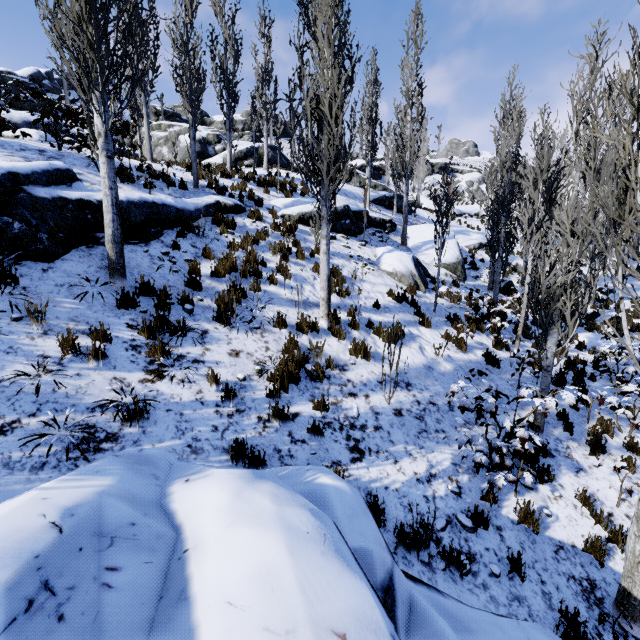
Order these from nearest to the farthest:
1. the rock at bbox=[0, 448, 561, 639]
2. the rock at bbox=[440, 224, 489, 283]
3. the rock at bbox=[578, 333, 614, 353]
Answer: the rock at bbox=[0, 448, 561, 639], the rock at bbox=[578, 333, 614, 353], the rock at bbox=[440, 224, 489, 283]

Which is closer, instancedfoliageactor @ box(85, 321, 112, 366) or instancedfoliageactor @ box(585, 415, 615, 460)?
instancedfoliageactor @ box(85, 321, 112, 366)

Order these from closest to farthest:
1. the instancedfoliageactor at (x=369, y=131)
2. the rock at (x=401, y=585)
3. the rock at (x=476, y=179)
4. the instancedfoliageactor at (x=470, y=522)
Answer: the rock at (x=401, y=585), the instancedfoliageactor at (x=470, y=522), the instancedfoliageactor at (x=369, y=131), the rock at (x=476, y=179)

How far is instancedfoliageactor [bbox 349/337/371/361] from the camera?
7.0m

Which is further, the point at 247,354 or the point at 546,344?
the point at 546,344

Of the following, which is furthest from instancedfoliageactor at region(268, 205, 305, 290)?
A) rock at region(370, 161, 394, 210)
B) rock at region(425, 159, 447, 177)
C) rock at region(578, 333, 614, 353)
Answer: rock at region(425, 159, 447, 177)

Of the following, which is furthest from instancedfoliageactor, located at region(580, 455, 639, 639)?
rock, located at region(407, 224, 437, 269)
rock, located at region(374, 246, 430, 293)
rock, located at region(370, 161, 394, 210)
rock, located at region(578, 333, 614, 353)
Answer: rock, located at region(370, 161, 394, 210)

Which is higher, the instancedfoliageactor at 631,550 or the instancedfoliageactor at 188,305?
the instancedfoliageactor at 188,305
